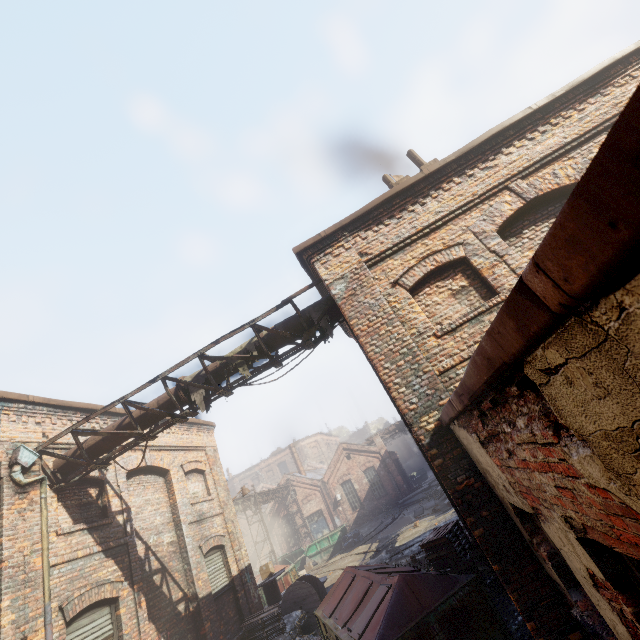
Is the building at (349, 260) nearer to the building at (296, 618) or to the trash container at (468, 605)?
the trash container at (468, 605)

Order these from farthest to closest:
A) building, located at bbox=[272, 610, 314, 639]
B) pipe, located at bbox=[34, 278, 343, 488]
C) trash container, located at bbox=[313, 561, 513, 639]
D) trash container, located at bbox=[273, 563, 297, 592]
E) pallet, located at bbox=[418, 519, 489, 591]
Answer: trash container, located at bbox=[273, 563, 297, 592], building, located at bbox=[272, 610, 314, 639], pallet, located at bbox=[418, 519, 489, 591], pipe, located at bbox=[34, 278, 343, 488], trash container, located at bbox=[313, 561, 513, 639]

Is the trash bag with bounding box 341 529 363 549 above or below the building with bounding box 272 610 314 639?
below

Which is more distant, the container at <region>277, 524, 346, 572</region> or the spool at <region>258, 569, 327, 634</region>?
the container at <region>277, 524, 346, 572</region>

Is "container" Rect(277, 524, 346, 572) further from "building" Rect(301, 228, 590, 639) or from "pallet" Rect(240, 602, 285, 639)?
"building" Rect(301, 228, 590, 639)

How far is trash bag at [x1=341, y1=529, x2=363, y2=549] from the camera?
23.27m

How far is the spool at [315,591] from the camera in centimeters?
1149cm

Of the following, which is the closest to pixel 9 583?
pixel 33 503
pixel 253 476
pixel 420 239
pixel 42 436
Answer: pixel 33 503
